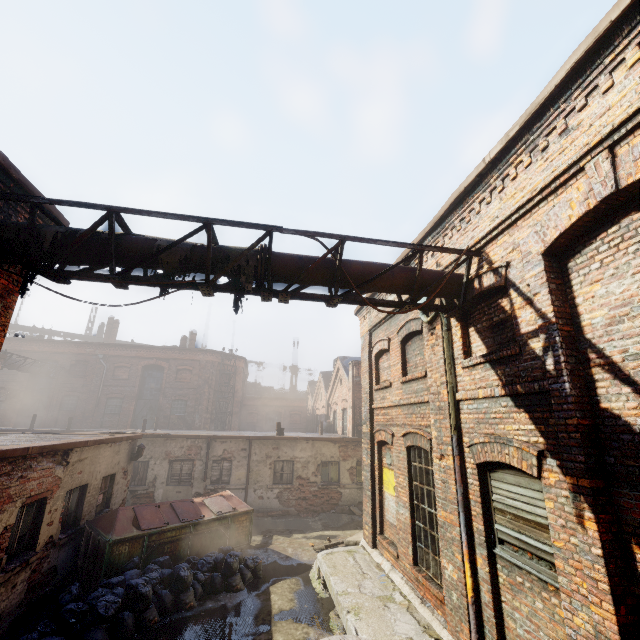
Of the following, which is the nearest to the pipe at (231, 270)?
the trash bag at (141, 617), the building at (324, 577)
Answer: the building at (324, 577)

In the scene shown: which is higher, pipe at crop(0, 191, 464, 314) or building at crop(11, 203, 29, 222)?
building at crop(11, 203, 29, 222)

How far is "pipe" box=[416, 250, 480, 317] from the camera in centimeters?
567cm

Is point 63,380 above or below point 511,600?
above

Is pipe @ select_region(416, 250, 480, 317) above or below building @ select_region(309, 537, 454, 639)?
above

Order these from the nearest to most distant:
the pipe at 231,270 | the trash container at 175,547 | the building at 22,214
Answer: the pipe at 231,270 → the building at 22,214 → the trash container at 175,547

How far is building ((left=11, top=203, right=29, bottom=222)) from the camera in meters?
5.3 m

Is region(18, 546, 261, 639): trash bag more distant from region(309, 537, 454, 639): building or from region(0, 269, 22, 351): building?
region(0, 269, 22, 351): building
